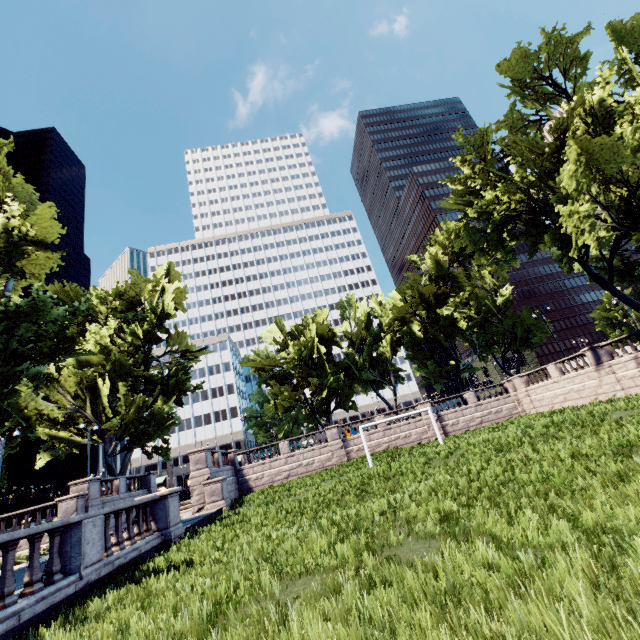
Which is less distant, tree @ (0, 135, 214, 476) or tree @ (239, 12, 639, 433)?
tree @ (0, 135, 214, 476)

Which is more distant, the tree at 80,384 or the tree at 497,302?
the tree at 497,302

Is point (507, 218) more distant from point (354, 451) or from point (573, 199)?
point (354, 451)
